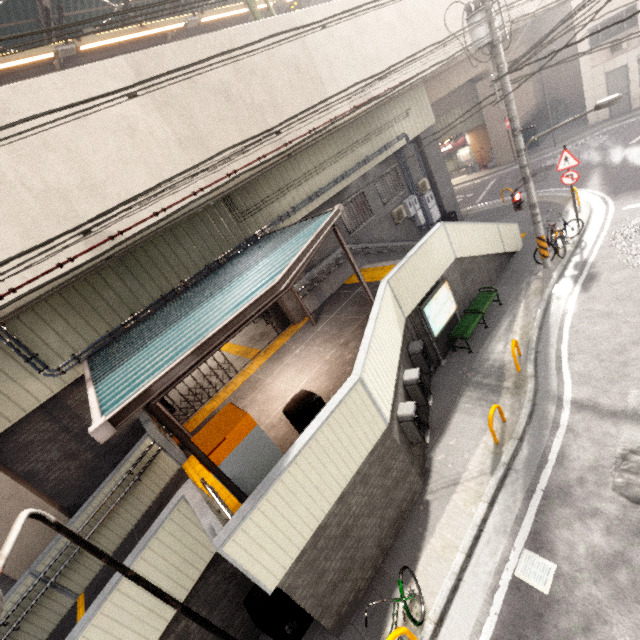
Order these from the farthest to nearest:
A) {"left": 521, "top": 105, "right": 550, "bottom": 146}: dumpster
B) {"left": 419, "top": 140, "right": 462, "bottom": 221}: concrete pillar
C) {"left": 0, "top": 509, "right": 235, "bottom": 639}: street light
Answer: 1. {"left": 521, "top": 105, "right": 550, "bottom": 146}: dumpster
2. {"left": 419, "top": 140, "right": 462, "bottom": 221}: concrete pillar
3. {"left": 0, "top": 509, "right": 235, "bottom": 639}: street light

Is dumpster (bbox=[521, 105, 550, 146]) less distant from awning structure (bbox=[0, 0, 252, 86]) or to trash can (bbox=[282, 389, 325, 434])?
awning structure (bbox=[0, 0, 252, 86])

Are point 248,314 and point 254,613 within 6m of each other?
yes

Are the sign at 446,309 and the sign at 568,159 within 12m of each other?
yes

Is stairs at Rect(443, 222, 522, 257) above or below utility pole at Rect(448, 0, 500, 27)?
below

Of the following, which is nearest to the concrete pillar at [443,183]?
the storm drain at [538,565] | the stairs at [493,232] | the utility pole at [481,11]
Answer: the stairs at [493,232]

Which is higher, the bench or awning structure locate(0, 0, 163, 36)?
awning structure locate(0, 0, 163, 36)

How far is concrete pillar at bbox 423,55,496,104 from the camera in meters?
16.1
